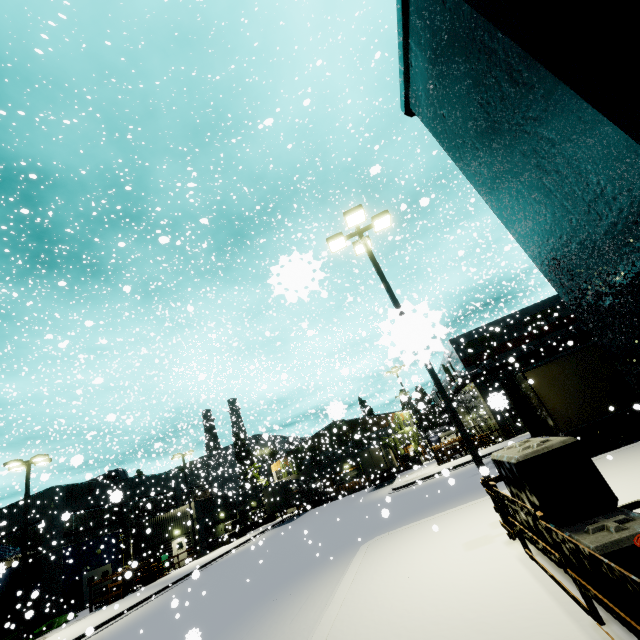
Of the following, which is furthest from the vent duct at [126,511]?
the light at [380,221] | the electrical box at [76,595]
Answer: the light at [380,221]

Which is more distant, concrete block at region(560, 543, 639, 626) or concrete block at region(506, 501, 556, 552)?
concrete block at region(506, 501, 556, 552)

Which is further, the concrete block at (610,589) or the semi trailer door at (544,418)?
the semi trailer door at (544,418)

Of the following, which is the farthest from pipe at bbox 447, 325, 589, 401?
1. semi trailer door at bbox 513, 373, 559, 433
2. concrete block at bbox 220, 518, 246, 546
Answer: concrete block at bbox 220, 518, 246, 546

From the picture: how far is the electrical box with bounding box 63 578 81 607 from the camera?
26.1 meters

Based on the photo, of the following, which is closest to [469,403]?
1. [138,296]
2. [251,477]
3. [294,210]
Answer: [294,210]

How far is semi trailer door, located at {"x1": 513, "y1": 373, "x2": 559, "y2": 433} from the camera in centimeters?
1290cm

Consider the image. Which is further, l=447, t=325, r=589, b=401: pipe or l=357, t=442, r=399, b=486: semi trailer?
l=357, t=442, r=399, b=486: semi trailer
